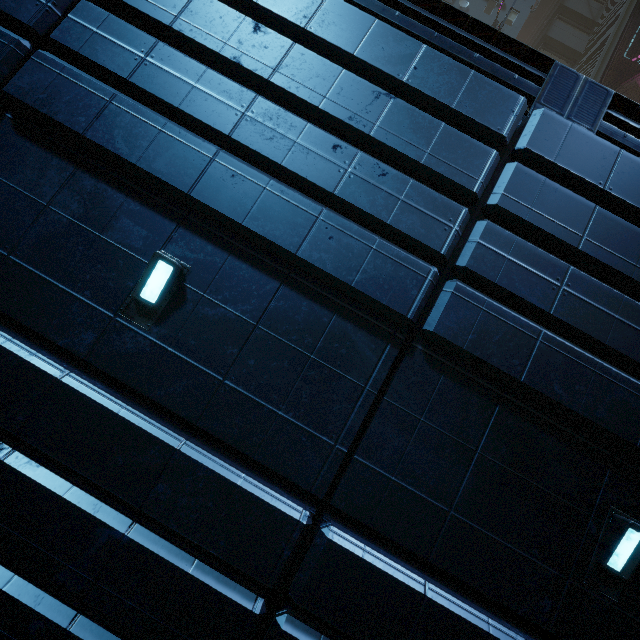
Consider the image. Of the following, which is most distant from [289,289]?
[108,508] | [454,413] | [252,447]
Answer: [108,508]
